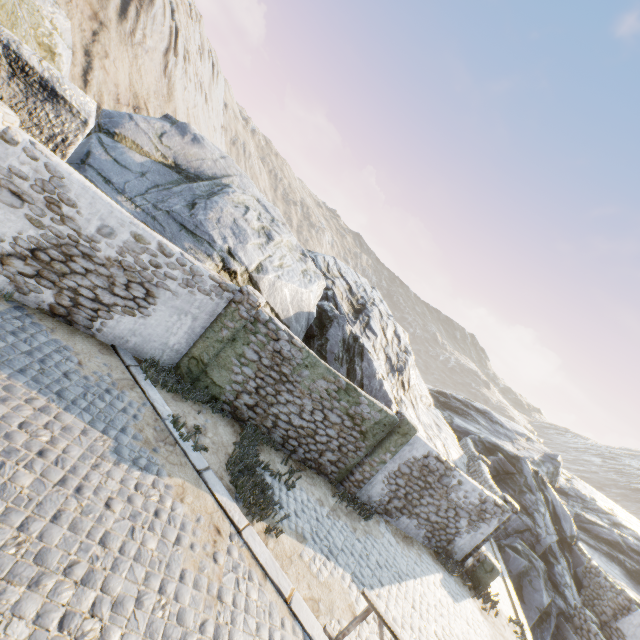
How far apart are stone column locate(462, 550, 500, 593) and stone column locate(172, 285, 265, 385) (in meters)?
11.38

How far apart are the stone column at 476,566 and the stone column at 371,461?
5.1 meters

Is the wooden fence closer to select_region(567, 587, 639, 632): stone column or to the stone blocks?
the stone blocks

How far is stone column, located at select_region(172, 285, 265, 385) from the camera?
8.43m

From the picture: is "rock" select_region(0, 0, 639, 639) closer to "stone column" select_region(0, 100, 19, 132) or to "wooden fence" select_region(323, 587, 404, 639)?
"stone column" select_region(0, 100, 19, 132)

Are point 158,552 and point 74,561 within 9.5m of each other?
yes

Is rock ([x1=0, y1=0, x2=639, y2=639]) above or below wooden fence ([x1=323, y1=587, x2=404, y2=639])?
below

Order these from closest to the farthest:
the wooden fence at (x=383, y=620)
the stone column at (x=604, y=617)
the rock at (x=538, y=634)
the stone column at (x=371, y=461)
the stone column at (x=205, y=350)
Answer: the wooden fence at (x=383, y=620), the rock at (x=538, y=634), the stone column at (x=205, y=350), the stone column at (x=371, y=461), the stone column at (x=604, y=617)
